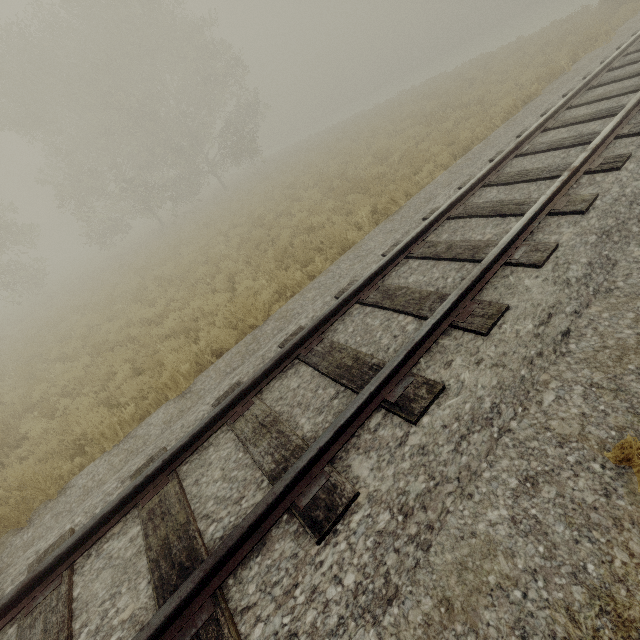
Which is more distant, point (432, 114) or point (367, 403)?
point (432, 114)
